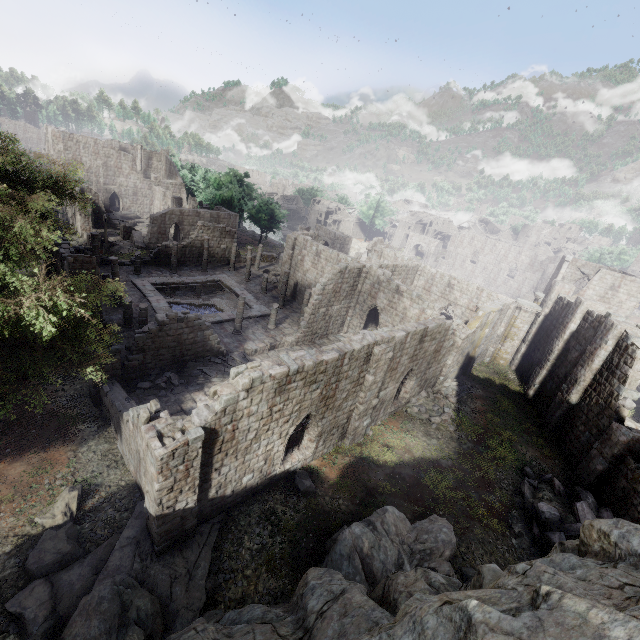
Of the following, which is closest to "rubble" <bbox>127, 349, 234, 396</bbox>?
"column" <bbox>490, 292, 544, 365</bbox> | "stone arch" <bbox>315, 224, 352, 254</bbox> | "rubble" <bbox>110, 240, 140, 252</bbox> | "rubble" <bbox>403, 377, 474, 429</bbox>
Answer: "rubble" <bbox>403, 377, 474, 429</bbox>

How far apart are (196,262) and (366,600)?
37.4m

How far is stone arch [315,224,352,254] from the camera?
54.5m

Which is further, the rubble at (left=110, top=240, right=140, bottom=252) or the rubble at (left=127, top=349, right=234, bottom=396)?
the rubble at (left=110, top=240, right=140, bottom=252)

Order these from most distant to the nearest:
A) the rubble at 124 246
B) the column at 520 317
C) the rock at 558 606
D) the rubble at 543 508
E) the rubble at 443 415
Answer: the rubble at 124 246
the column at 520 317
the rubble at 443 415
the rubble at 543 508
the rock at 558 606

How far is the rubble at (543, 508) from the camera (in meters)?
13.62

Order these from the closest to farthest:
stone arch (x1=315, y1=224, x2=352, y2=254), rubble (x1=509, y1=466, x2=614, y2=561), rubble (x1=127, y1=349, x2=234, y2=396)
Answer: rubble (x1=509, y1=466, x2=614, y2=561) → rubble (x1=127, y1=349, x2=234, y2=396) → stone arch (x1=315, y1=224, x2=352, y2=254)

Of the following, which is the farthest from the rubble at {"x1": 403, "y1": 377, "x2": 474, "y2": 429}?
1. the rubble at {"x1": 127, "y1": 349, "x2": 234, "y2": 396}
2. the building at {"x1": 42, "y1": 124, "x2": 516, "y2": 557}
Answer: the rubble at {"x1": 127, "y1": 349, "x2": 234, "y2": 396}
